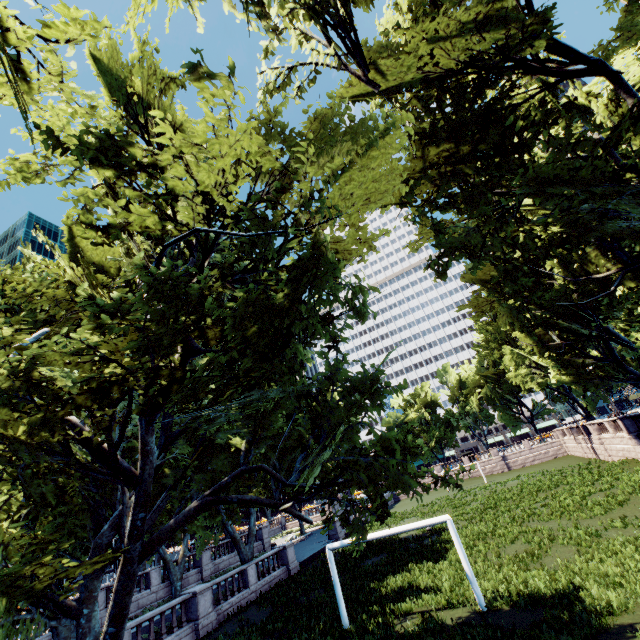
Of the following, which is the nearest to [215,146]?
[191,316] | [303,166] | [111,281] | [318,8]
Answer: [303,166]
